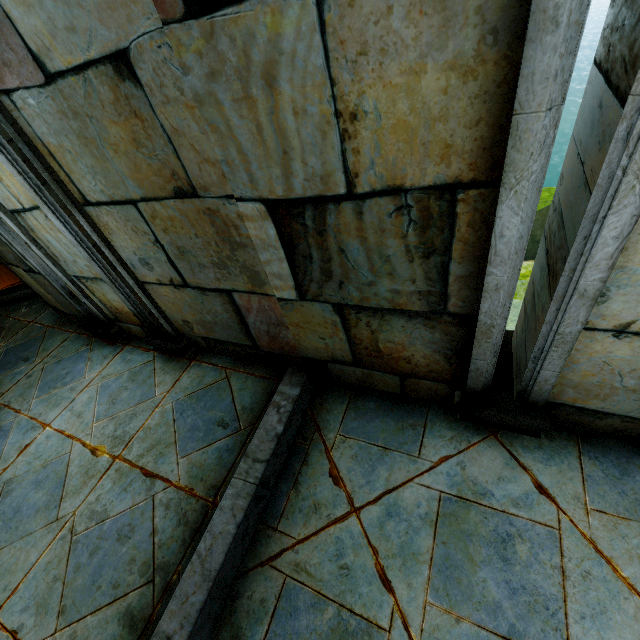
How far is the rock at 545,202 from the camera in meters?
10.7

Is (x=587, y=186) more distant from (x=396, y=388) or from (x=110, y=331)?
(x=110, y=331)

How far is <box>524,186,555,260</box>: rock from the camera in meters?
10.7 m
